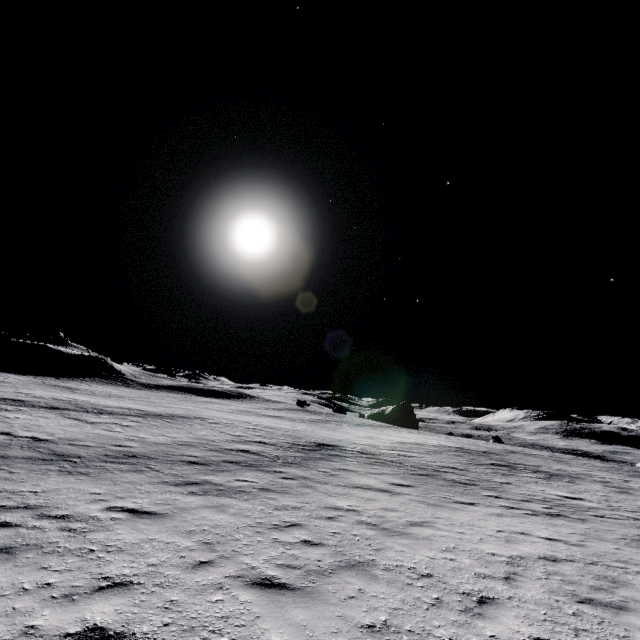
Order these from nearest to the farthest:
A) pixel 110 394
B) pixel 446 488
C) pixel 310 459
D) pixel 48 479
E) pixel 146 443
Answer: pixel 48 479 → pixel 446 488 → pixel 146 443 → pixel 310 459 → pixel 110 394
